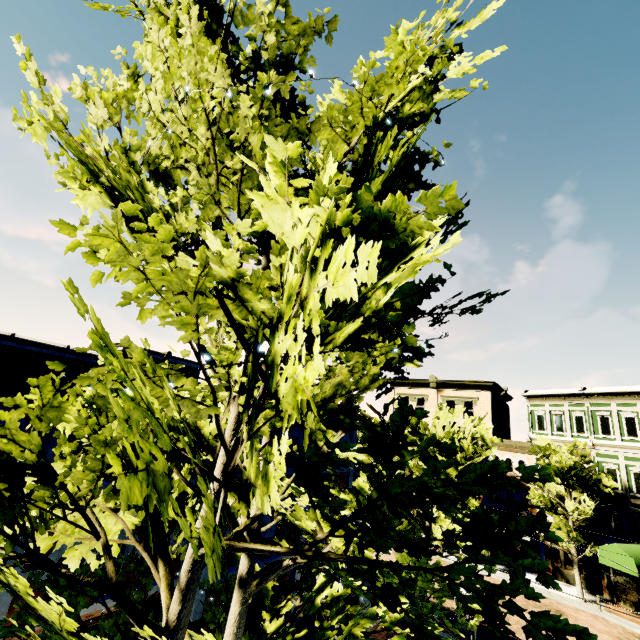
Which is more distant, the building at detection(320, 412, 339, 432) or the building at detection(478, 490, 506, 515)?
the building at detection(478, 490, 506, 515)

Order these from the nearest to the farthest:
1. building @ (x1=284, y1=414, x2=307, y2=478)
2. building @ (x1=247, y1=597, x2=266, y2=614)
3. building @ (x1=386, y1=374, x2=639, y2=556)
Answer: building @ (x1=247, y1=597, x2=266, y2=614)
building @ (x1=284, y1=414, x2=307, y2=478)
building @ (x1=386, y1=374, x2=639, y2=556)

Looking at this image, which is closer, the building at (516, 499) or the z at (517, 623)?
the z at (517, 623)

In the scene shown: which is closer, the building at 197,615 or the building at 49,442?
the building at 49,442

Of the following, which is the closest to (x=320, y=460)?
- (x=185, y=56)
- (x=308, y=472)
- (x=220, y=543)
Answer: (x=308, y=472)

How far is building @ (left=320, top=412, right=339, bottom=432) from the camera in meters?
13.5

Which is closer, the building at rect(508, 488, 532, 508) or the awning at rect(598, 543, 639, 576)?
the awning at rect(598, 543, 639, 576)
